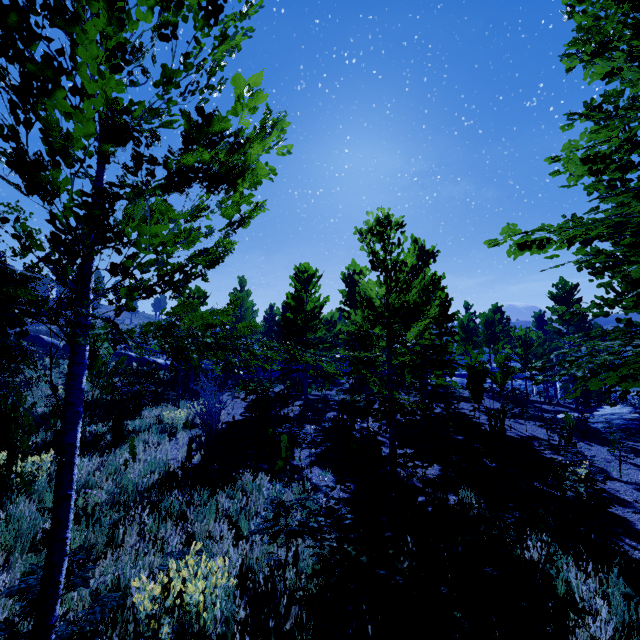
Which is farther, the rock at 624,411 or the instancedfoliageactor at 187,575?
the rock at 624,411

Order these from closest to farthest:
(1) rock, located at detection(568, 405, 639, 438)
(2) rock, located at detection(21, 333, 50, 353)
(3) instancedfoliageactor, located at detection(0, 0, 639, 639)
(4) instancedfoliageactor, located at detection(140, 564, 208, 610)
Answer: (3) instancedfoliageactor, located at detection(0, 0, 639, 639)
(4) instancedfoliageactor, located at detection(140, 564, 208, 610)
(1) rock, located at detection(568, 405, 639, 438)
(2) rock, located at detection(21, 333, 50, 353)

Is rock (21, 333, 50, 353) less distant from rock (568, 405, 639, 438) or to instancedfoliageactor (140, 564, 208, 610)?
instancedfoliageactor (140, 564, 208, 610)

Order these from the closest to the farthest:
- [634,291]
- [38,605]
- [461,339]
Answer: [38,605] → [634,291] → [461,339]

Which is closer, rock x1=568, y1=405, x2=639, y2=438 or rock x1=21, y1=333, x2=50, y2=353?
rock x1=568, y1=405, x2=639, y2=438

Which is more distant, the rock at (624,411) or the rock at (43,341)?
the rock at (43,341)

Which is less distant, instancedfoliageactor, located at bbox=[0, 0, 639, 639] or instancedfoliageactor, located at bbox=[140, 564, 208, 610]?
instancedfoliageactor, located at bbox=[0, 0, 639, 639]

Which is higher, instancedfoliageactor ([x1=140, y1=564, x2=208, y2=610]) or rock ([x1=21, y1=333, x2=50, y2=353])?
rock ([x1=21, y1=333, x2=50, y2=353])
